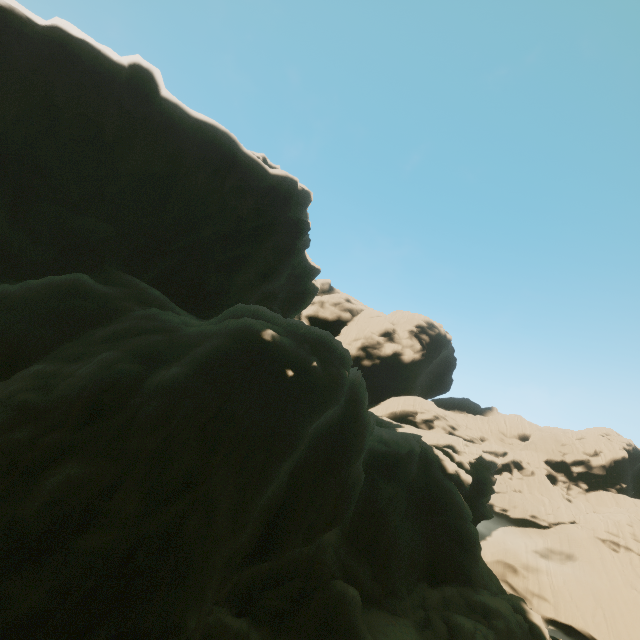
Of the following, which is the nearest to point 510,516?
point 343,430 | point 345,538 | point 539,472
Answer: point 539,472
